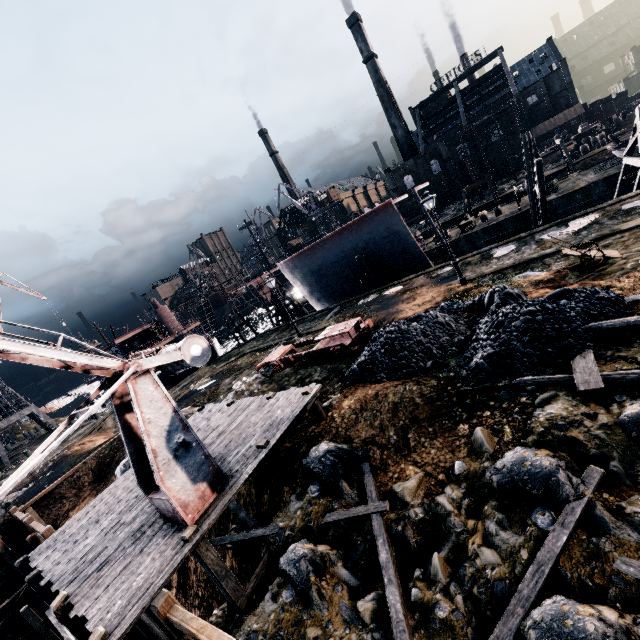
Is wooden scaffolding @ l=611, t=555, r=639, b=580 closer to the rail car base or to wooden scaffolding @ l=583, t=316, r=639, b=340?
the rail car base

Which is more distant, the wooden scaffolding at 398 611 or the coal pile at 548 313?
the coal pile at 548 313

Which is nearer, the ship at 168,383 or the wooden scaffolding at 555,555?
the wooden scaffolding at 555,555

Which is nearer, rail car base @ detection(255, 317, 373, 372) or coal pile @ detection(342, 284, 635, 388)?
coal pile @ detection(342, 284, 635, 388)

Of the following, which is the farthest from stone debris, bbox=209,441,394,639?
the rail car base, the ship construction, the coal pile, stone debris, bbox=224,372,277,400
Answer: the ship construction

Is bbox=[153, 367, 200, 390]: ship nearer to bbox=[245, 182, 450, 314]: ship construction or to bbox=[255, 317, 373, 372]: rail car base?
bbox=[245, 182, 450, 314]: ship construction

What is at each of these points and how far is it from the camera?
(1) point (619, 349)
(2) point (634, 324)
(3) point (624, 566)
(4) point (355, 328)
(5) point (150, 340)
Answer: (1) stone debris, 8.4 meters
(2) wooden scaffolding, 8.5 meters
(3) wooden scaffolding, 5.3 meters
(4) rail car base, 17.7 meters
(5) ship, 52.2 meters

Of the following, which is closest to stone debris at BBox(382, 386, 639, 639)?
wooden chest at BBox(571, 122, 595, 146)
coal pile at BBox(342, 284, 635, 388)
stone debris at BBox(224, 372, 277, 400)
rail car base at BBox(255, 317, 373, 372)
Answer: coal pile at BBox(342, 284, 635, 388)
